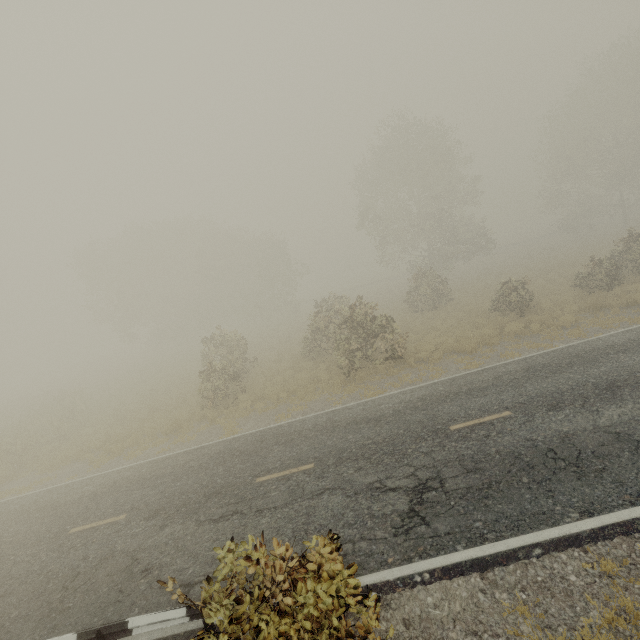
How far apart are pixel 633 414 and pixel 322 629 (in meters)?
8.72

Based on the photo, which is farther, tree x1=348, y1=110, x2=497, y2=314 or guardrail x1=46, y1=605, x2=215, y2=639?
tree x1=348, y1=110, x2=497, y2=314

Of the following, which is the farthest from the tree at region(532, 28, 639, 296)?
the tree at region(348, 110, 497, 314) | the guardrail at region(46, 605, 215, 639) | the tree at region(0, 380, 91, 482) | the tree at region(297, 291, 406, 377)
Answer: the tree at region(0, 380, 91, 482)

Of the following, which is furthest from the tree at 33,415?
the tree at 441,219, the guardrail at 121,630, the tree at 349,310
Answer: the tree at 441,219

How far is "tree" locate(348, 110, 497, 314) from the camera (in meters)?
29.50

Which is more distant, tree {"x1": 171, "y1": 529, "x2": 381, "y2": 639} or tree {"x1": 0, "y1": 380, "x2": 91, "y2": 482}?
tree {"x1": 0, "y1": 380, "x2": 91, "y2": 482}

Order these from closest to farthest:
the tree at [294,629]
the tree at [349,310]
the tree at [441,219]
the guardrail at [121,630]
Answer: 1. the tree at [294,629]
2. the guardrail at [121,630]
3. the tree at [349,310]
4. the tree at [441,219]

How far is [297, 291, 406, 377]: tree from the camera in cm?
1571
